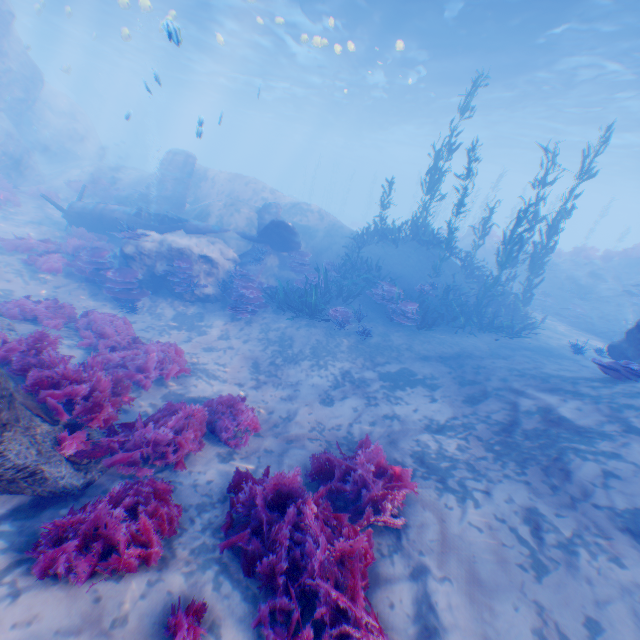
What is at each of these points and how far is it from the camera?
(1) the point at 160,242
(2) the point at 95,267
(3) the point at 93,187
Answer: (1) rock, 12.1m
(2) instancedfoliageactor, 11.3m
(3) instancedfoliageactor, 20.2m

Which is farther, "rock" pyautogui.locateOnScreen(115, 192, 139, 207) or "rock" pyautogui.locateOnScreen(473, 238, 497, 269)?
"rock" pyautogui.locateOnScreen(473, 238, 497, 269)

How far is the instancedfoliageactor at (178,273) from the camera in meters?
11.6 m

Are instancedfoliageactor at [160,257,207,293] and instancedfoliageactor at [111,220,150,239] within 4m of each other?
yes

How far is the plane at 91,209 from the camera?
14.28m

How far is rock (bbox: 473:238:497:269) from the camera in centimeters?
2247cm

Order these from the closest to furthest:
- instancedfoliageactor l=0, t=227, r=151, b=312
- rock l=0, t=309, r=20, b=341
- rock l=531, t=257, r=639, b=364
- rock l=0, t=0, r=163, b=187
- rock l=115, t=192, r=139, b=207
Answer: rock l=0, t=309, r=20, b=341, rock l=531, t=257, r=639, b=364, instancedfoliageactor l=0, t=227, r=151, b=312, rock l=0, t=0, r=163, b=187, rock l=115, t=192, r=139, b=207

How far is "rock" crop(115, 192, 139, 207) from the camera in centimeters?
1805cm
